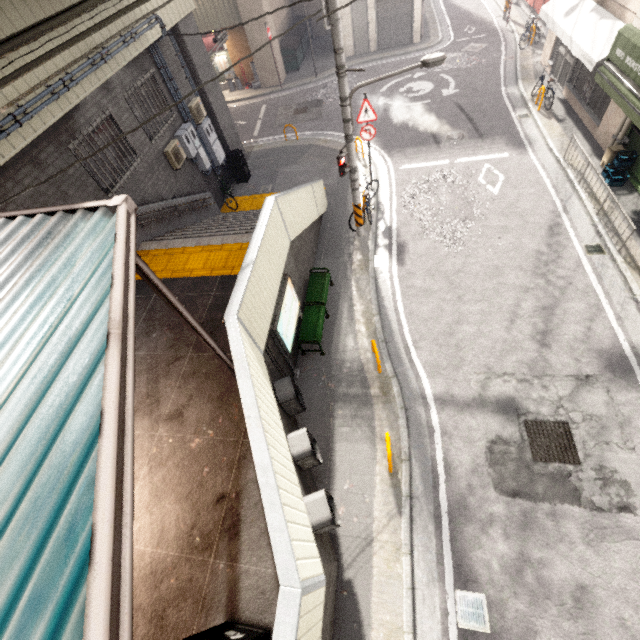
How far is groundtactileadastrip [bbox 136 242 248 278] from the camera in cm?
742

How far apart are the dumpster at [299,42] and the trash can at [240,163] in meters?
11.4 m

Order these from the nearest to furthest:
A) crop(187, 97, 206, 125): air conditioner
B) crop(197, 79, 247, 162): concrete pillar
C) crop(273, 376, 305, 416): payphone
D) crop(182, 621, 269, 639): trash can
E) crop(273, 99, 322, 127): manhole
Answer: crop(182, 621, 269, 639): trash can → crop(273, 376, 305, 416): payphone → crop(187, 97, 206, 125): air conditioner → crop(197, 79, 247, 162): concrete pillar → crop(273, 99, 322, 127): manhole

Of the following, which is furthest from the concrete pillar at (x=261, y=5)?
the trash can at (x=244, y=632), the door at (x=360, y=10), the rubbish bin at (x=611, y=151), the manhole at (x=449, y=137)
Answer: the trash can at (x=244, y=632)

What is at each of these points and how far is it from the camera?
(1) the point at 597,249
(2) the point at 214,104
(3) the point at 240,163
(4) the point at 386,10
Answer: (1) storm drain, 8.4m
(2) concrete pillar, 12.2m
(3) trash can, 13.1m
(4) rolling shutter, 18.4m

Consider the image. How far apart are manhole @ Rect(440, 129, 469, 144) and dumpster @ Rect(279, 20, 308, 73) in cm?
1248

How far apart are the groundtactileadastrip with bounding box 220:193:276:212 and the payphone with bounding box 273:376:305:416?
7.8 meters

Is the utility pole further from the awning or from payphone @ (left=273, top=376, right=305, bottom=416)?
the awning
